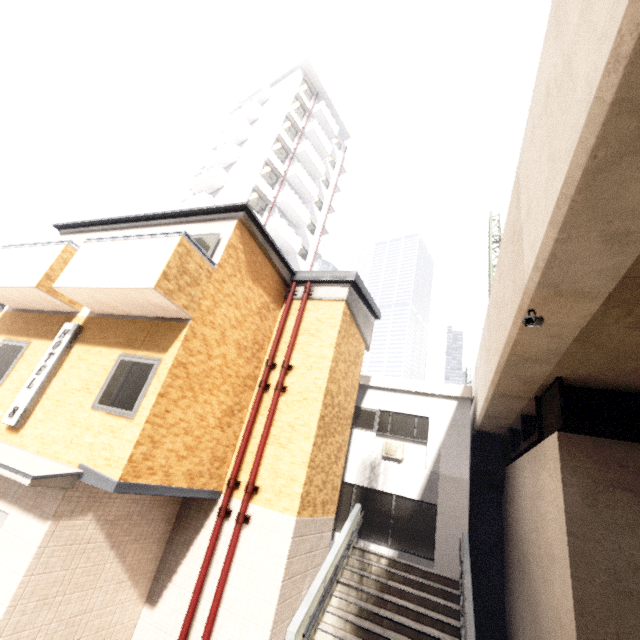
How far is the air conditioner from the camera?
12.27m

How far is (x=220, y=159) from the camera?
26.6m

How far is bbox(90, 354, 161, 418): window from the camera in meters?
5.9

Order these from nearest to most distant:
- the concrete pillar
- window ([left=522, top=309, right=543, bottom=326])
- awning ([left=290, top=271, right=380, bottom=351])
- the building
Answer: window ([left=522, top=309, right=543, bottom=326]) → awning ([left=290, top=271, right=380, bottom=351]) → the concrete pillar → the building

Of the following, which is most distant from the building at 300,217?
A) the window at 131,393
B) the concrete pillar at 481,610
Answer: the concrete pillar at 481,610

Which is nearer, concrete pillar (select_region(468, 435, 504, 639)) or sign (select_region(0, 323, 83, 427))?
sign (select_region(0, 323, 83, 427))

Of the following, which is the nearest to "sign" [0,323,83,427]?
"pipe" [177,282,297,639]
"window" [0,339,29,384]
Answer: "window" [0,339,29,384]

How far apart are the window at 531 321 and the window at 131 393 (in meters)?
6.41
